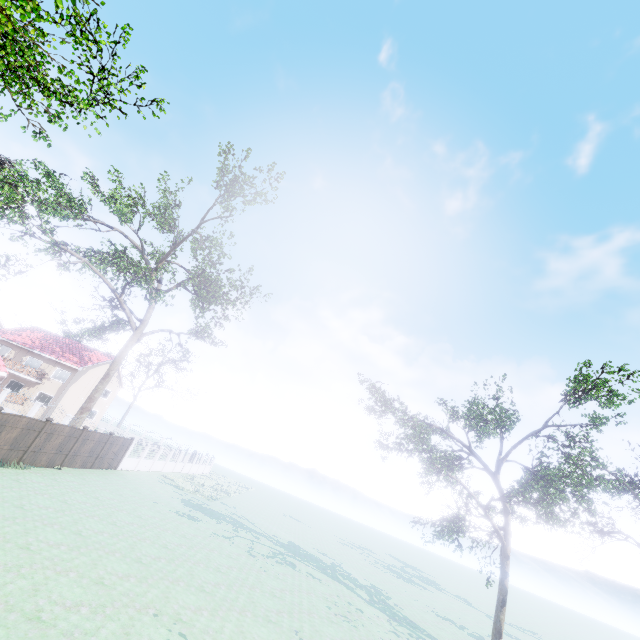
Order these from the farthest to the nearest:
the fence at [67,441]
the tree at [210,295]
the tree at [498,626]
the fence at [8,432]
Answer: the tree at [210,295] < the fence at [67,441] < the fence at [8,432] < the tree at [498,626]

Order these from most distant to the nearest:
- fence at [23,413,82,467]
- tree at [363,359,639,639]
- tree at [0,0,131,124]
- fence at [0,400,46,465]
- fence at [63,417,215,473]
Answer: fence at [63,417,215,473] < fence at [23,413,82,467] < fence at [0,400,46,465] < tree at [363,359,639,639] < tree at [0,0,131,124]

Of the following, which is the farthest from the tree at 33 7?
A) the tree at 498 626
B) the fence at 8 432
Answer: the tree at 498 626

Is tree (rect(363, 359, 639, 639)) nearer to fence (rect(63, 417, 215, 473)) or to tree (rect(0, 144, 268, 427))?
fence (rect(63, 417, 215, 473))

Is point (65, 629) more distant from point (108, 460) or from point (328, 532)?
point (328, 532)

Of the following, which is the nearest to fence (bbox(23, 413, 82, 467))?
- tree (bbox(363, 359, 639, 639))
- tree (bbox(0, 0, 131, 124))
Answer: tree (bbox(0, 0, 131, 124))

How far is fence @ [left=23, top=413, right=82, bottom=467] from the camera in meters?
17.5
